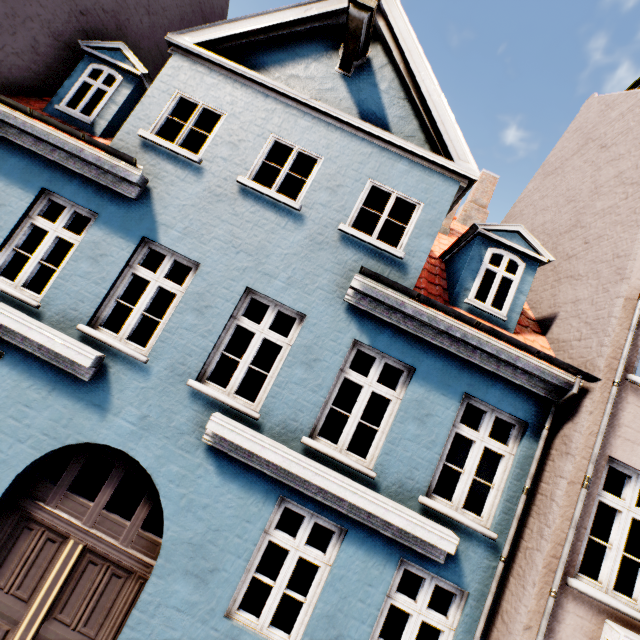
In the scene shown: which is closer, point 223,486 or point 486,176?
point 223,486
